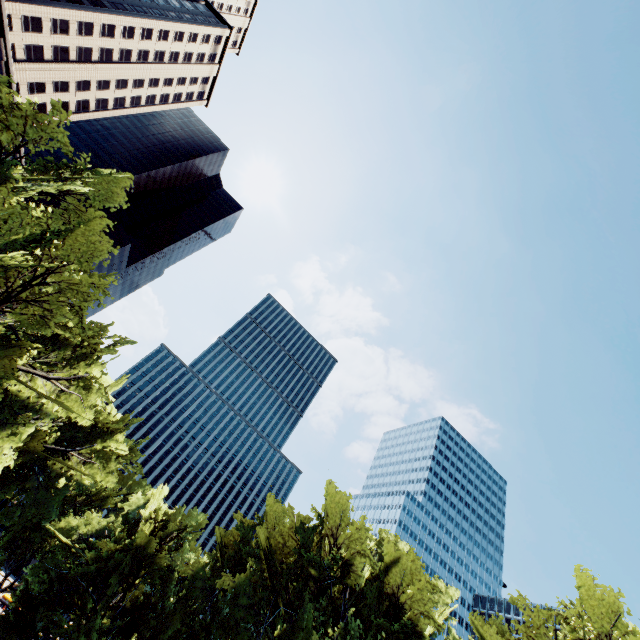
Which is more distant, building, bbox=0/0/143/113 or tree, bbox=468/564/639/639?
building, bbox=0/0/143/113

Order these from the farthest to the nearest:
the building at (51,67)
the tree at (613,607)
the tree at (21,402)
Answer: the building at (51,67), the tree at (613,607), the tree at (21,402)

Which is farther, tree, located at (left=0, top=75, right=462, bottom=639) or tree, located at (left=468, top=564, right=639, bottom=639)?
tree, located at (left=468, top=564, right=639, bottom=639)

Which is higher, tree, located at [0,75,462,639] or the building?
the building

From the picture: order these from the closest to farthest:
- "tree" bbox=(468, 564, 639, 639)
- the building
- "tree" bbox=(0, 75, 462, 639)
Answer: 1. "tree" bbox=(0, 75, 462, 639)
2. "tree" bbox=(468, 564, 639, 639)
3. the building

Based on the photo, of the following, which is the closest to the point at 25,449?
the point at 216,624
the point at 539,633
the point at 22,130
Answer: the point at 216,624

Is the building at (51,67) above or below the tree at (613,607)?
above
